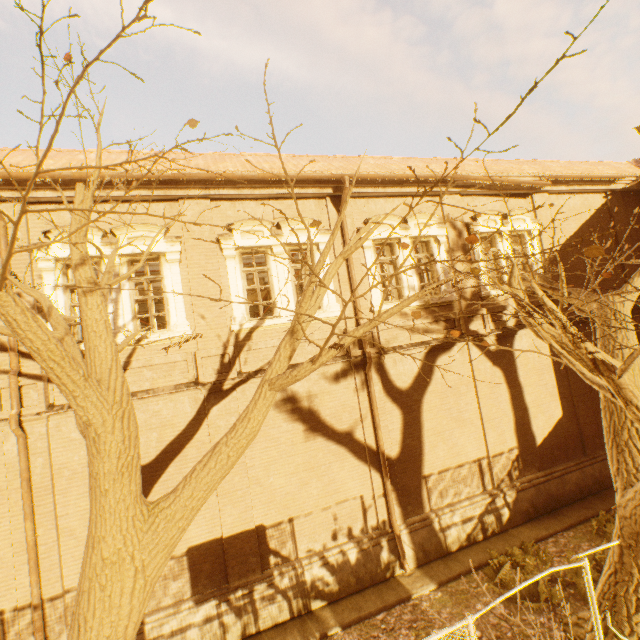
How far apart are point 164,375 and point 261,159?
6.7m

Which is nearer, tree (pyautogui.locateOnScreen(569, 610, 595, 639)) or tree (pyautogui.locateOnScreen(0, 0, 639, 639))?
tree (pyautogui.locateOnScreen(0, 0, 639, 639))

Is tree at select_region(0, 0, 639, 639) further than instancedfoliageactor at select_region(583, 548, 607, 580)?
No

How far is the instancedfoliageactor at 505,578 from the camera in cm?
753

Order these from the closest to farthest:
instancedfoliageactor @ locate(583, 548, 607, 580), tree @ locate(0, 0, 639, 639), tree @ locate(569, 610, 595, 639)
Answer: tree @ locate(0, 0, 639, 639) → tree @ locate(569, 610, 595, 639) → instancedfoliageactor @ locate(583, 548, 607, 580)

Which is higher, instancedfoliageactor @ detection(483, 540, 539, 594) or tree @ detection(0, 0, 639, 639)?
tree @ detection(0, 0, 639, 639)

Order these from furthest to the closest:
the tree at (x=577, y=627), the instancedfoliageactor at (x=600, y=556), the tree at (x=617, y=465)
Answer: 1. the instancedfoliageactor at (x=600, y=556)
2. the tree at (x=577, y=627)
3. the tree at (x=617, y=465)
